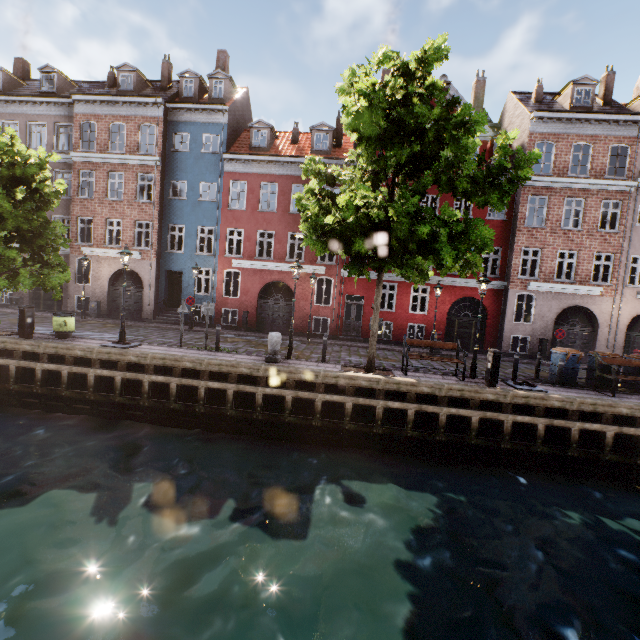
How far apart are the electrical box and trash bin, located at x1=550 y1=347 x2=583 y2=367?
3.7m

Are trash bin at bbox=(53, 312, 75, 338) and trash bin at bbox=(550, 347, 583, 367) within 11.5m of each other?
no

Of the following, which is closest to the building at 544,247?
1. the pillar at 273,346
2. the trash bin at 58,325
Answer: the trash bin at 58,325

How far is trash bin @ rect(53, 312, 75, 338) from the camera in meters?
12.8

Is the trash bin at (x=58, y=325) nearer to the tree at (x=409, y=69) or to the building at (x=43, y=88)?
the tree at (x=409, y=69)

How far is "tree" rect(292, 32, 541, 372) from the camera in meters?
8.1 m

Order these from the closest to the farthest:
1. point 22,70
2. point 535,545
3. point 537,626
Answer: point 537,626
point 535,545
point 22,70

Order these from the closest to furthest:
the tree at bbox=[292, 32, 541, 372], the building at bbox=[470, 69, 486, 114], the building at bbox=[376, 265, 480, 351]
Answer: the tree at bbox=[292, 32, 541, 372]
the building at bbox=[376, 265, 480, 351]
the building at bbox=[470, 69, 486, 114]
